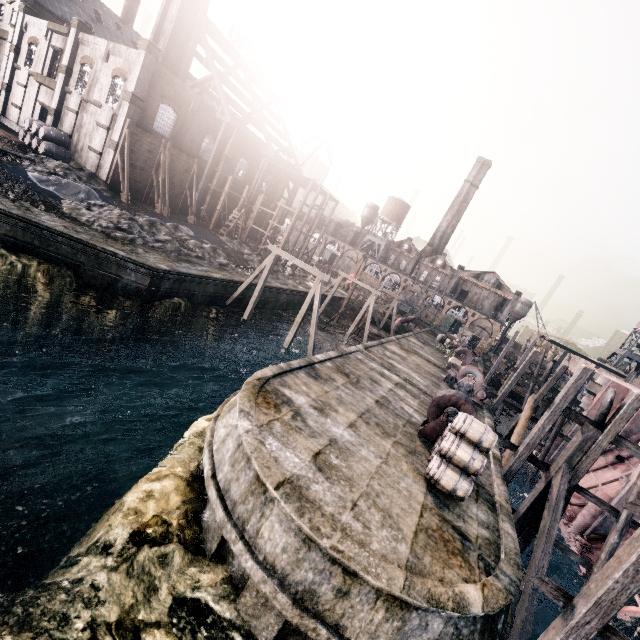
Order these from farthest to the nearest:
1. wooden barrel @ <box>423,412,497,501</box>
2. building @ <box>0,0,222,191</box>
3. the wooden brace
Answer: building @ <box>0,0,222,191</box> → the wooden brace → wooden barrel @ <box>423,412,497,501</box>

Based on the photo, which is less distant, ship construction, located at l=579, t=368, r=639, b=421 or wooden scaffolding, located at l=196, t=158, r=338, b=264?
ship construction, located at l=579, t=368, r=639, b=421

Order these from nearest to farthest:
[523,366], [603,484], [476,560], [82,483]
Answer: [476,560] → [82,483] → [603,484] → [523,366]

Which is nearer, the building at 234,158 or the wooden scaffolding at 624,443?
the wooden scaffolding at 624,443

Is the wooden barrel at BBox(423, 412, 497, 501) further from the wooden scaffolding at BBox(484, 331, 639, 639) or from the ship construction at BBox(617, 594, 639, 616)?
the ship construction at BBox(617, 594, 639, 616)

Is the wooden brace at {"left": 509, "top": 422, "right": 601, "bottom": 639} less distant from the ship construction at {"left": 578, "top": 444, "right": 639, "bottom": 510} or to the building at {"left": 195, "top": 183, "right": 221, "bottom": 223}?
the ship construction at {"left": 578, "top": 444, "right": 639, "bottom": 510}

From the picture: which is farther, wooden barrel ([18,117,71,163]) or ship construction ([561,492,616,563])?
wooden barrel ([18,117,71,163])

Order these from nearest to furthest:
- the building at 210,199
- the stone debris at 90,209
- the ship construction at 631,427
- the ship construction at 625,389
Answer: the stone debris at 90,209, the ship construction at 625,389, the ship construction at 631,427, the building at 210,199
